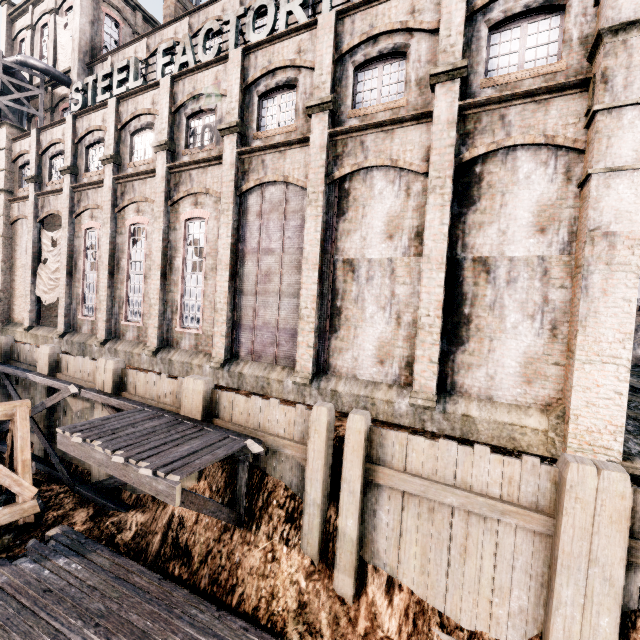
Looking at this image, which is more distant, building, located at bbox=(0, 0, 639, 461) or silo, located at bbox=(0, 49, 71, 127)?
silo, located at bbox=(0, 49, 71, 127)

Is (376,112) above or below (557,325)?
above

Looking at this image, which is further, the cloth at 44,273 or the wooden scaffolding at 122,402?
the cloth at 44,273

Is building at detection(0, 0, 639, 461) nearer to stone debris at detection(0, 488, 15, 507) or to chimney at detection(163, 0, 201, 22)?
chimney at detection(163, 0, 201, 22)

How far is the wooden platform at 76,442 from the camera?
7.3 meters

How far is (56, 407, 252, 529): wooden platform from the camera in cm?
728

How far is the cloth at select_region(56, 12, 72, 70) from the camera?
28.62m

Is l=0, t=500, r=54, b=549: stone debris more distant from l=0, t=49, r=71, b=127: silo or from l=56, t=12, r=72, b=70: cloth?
l=56, t=12, r=72, b=70: cloth
